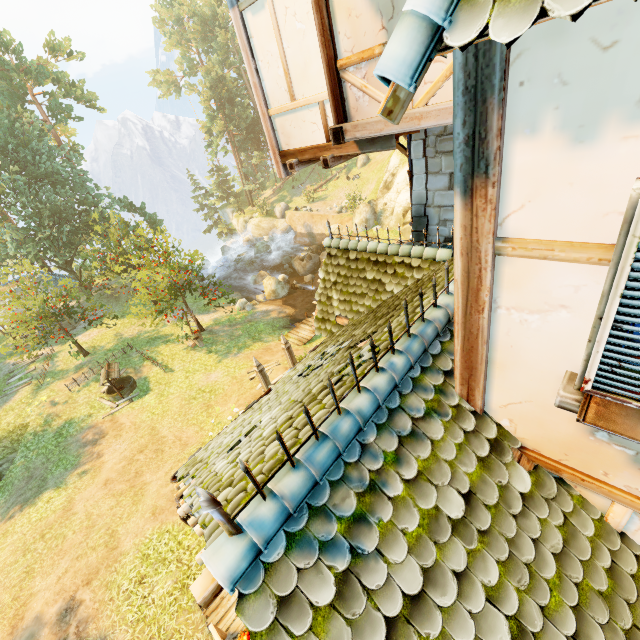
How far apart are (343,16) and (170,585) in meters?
13.1 m

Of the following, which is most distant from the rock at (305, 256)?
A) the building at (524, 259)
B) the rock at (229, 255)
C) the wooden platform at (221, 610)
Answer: the wooden platform at (221, 610)

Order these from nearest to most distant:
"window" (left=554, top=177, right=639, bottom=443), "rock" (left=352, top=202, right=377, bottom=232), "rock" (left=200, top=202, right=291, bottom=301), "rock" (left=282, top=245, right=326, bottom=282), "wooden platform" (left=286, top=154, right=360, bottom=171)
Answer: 1. "window" (left=554, top=177, right=639, bottom=443)
2. "wooden platform" (left=286, top=154, right=360, bottom=171)
3. "rock" (left=200, top=202, right=291, bottom=301)
4. "rock" (left=352, top=202, right=377, bottom=232)
5. "rock" (left=282, top=245, right=326, bottom=282)

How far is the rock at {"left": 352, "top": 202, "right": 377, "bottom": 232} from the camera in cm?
3053

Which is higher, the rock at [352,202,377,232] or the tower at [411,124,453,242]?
the tower at [411,124,453,242]

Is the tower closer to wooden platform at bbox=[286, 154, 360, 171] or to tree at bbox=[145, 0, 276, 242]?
wooden platform at bbox=[286, 154, 360, 171]

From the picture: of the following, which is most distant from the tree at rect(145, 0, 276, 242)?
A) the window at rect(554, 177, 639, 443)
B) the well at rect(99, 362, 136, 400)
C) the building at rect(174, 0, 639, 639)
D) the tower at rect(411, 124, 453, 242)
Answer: the window at rect(554, 177, 639, 443)

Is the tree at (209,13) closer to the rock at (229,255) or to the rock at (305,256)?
the rock at (229,255)
